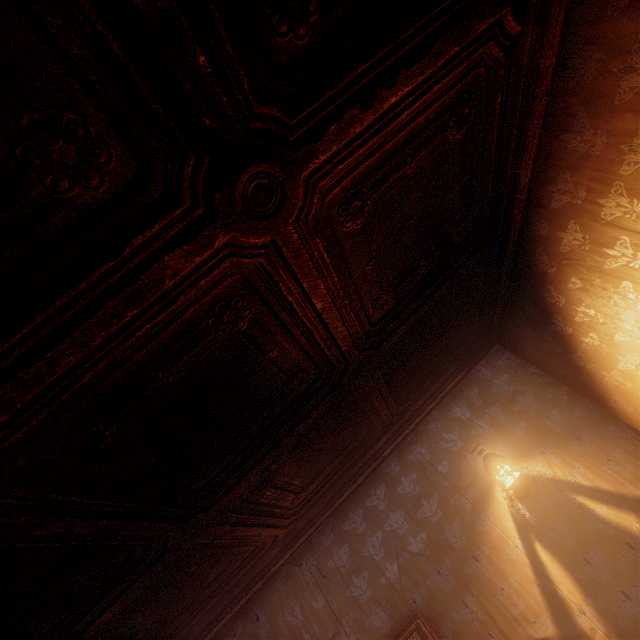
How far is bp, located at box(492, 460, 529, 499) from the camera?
3.5m

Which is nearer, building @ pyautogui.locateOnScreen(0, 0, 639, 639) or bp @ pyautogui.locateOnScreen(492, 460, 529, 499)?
building @ pyautogui.locateOnScreen(0, 0, 639, 639)

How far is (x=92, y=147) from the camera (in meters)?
0.99

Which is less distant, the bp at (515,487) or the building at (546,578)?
the building at (546,578)

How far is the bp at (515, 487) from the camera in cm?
353
